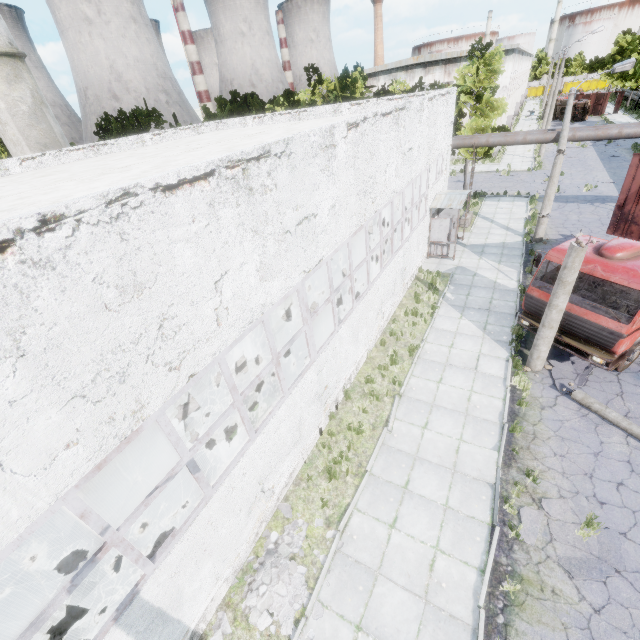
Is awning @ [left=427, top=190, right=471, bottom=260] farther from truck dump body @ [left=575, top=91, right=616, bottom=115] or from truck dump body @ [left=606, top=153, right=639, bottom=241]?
truck dump body @ [left=575, top=91, right=616, bottom=115]

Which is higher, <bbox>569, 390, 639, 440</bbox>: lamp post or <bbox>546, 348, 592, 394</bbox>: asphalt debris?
<bbox>569, 390, 639, 440</bbox>: lamp post

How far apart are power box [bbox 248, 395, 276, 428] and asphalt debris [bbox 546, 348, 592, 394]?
8.3 meters

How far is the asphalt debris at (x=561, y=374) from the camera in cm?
1019

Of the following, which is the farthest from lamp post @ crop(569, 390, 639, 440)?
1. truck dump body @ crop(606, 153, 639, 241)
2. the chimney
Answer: the chimney

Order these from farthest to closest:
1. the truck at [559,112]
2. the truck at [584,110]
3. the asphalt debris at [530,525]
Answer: the truck at [559,112] < the truck at [584,110] < the asphalt debris at [530,525]

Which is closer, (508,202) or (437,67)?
(508,202)

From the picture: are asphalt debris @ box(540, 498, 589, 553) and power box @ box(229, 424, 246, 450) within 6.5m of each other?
yes
